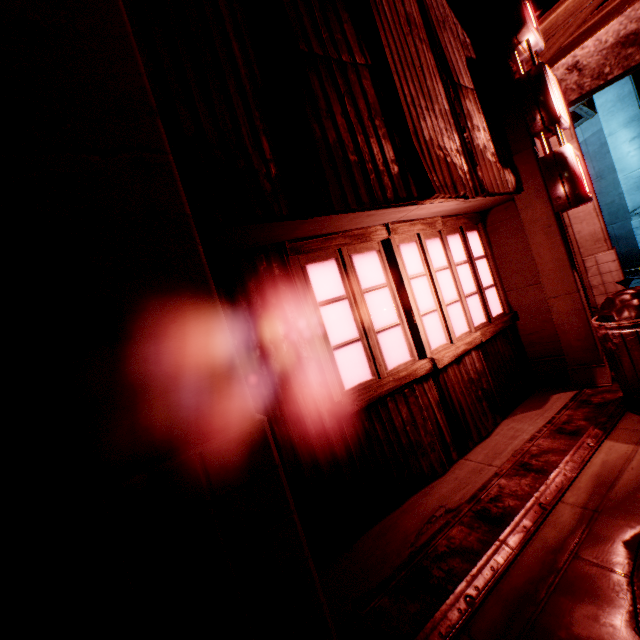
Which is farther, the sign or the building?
the sign

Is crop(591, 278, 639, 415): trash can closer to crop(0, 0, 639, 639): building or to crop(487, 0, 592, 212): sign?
crop(0, 0, 639, 639): building

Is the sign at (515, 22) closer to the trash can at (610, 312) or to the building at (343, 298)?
the building at (343, 298)

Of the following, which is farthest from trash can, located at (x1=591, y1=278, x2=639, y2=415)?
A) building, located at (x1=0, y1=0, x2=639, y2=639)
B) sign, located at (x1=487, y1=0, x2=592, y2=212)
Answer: sign, located at (x1=487, y1=0, x2=592, y2=212)

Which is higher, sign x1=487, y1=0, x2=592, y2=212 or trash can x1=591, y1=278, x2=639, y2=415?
sign x1=487, y1=0, x2=592, y2=212

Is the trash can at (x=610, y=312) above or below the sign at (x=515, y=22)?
below

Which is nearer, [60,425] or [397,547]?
[60,425]
